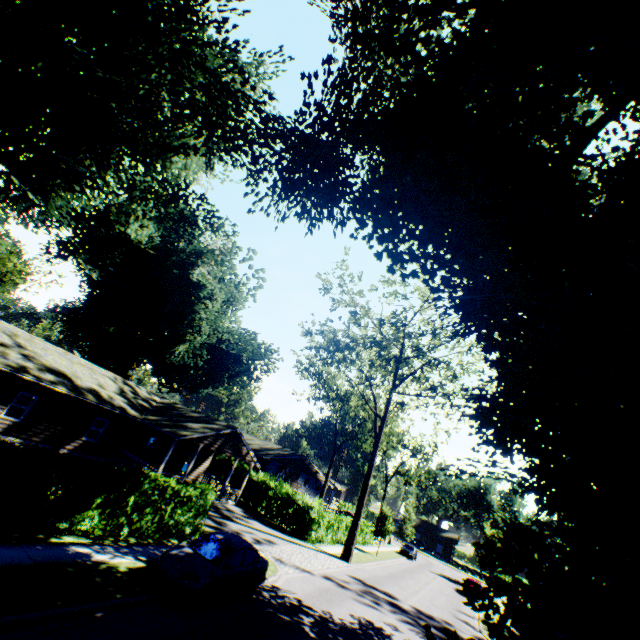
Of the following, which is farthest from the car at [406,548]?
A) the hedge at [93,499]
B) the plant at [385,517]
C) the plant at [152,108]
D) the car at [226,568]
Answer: the car at [226,568]

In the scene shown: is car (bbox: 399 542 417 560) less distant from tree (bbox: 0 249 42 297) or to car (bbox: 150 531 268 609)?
car (bbox: 150 531 268 609)

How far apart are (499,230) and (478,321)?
4.0m

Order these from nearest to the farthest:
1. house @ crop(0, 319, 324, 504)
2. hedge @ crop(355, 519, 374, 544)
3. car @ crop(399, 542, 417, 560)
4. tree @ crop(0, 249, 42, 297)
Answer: house @ crop(0, 319, 324, 504) < hedge @ crop(355, 519, 374, 544) < car @ crop(399, 542, 417, 560) < tree @ crop(0, 249, 42, 297)

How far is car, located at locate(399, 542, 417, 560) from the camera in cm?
4369

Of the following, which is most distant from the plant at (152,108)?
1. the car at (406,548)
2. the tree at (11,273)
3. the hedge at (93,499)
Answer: the tree at (11,273)

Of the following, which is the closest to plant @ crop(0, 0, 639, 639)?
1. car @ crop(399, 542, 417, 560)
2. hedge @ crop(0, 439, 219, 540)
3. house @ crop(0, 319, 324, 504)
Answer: house @ crop(0, 319, 324, 504)

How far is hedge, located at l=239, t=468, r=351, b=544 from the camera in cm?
2705
